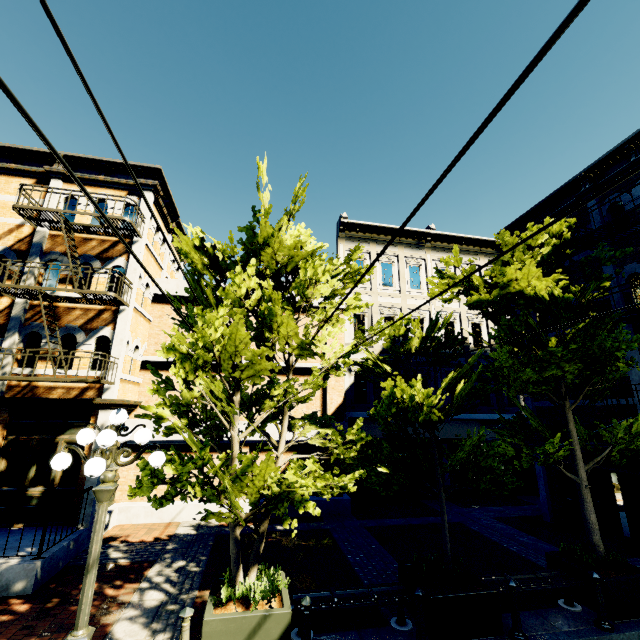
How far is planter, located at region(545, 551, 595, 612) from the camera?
6.3 meters

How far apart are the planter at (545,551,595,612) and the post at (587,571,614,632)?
0.2m

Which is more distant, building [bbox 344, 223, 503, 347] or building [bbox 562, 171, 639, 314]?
building [bbox 344, 223, 503, 347]

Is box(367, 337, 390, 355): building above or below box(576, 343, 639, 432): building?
above

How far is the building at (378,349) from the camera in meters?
15.7 m

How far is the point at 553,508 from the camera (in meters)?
11.71

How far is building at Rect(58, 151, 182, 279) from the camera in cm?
1091

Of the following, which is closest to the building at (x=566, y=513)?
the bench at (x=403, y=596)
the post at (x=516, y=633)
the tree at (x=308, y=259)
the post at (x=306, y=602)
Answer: the tree at (x=308, y=259)
